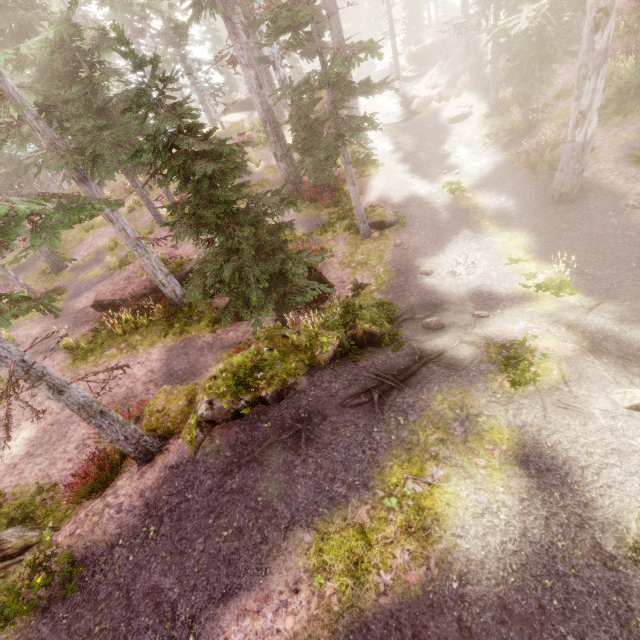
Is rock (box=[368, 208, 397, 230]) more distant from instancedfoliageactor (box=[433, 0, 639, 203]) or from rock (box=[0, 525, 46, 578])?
rock (box=[0, 525, 46, 578])

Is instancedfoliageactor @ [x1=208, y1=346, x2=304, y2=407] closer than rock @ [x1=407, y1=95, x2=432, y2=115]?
Yes

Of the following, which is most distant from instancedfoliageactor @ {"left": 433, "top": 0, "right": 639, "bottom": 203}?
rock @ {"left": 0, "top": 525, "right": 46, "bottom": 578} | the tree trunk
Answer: the tree trunk

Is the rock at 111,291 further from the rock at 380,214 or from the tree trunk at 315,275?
the rock at 380,214

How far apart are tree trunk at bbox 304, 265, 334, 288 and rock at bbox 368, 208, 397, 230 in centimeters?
352cm

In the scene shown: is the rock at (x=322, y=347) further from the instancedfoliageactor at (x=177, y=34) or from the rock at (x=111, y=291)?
the rock at (x=111, y=291)

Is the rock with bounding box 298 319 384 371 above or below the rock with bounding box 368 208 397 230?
above

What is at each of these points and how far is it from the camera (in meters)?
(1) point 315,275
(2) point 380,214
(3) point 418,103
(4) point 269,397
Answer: (1) tree trunk, 12.77
(2) rock, 15.27
(3) rock, 26.88
(4) rock, 7.40
